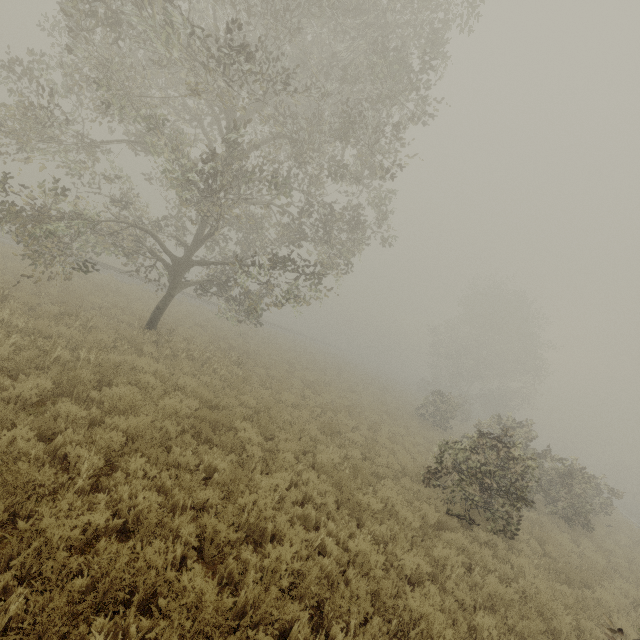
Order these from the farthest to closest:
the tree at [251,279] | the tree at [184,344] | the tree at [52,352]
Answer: the tree at [184,344] → the tree at [251,279] → the tree at [52,352]

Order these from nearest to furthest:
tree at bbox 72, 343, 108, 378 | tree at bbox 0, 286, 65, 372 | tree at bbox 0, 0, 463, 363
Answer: tree at bbox 0, 286, 65, 372 < tree at bbox 72, 343, 108, 378 < tree at bbox 0, 0, 463, 363

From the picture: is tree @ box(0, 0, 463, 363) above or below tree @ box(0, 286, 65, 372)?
above

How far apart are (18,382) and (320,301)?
9.77m

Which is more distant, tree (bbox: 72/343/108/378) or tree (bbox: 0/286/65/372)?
tree (bbox: 72/343/108/378)

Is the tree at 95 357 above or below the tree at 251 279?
below

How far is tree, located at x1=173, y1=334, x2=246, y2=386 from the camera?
11.8 meters
